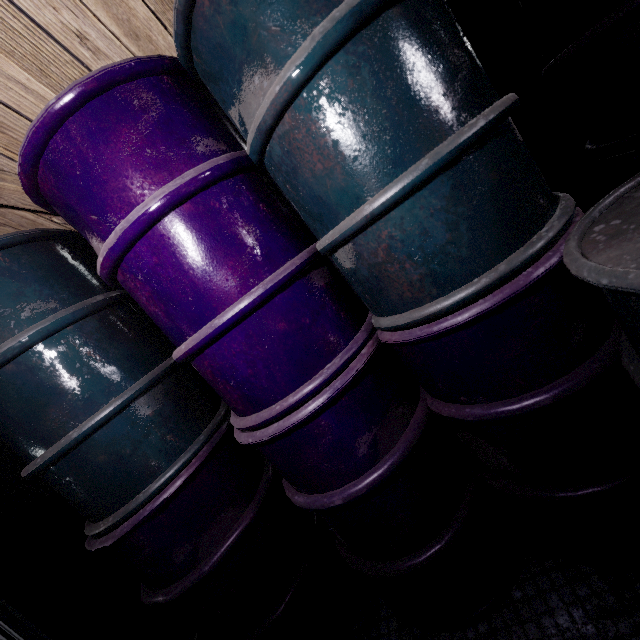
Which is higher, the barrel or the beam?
the beam

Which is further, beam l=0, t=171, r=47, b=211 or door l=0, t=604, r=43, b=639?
door l=0, t=604, r=43, b=639

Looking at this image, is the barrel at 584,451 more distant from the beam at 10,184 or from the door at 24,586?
the door at 24,586

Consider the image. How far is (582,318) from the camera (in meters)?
0.85

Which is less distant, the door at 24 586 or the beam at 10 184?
the beam at 10 184

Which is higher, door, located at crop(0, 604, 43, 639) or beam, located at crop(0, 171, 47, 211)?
beam, located at crop(0, 171, 47, 211)

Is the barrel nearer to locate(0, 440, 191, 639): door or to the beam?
the beam
